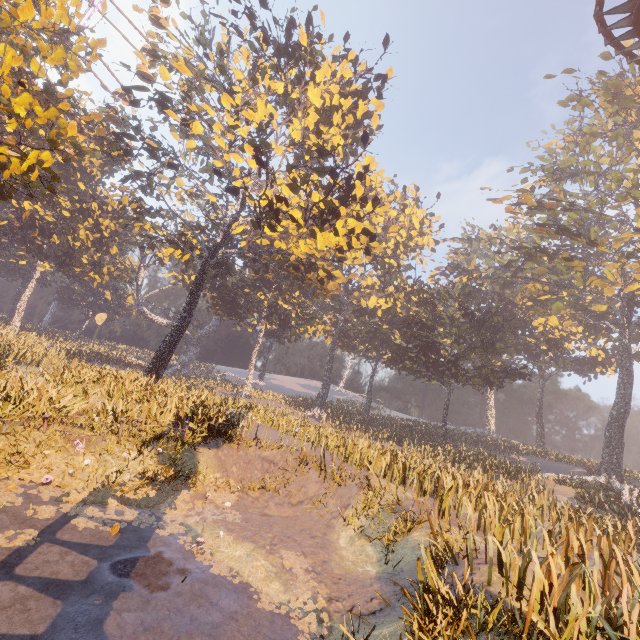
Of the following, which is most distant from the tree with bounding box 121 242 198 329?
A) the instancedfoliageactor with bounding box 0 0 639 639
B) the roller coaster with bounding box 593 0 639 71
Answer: the roller coaster with bounding box 593 0 639 71

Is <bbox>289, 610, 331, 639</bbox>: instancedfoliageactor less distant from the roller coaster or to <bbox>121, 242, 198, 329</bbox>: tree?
the roller coaster

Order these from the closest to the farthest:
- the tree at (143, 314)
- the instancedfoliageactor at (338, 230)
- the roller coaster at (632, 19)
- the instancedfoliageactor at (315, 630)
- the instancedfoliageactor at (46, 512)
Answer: the instancedfoliageactor at (315, 630) < the instancedfoliageactor at (46, 512) < the instancedfoliageactor at (338, 230) < the roller coaster at (632, 19) < the tree at (143, 314)

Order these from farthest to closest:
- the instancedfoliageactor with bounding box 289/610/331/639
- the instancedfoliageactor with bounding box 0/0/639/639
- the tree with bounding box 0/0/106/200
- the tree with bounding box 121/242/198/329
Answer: the tree with bounding box 121/242/198/329, the tree with bounding box 0/0/106/200, the instancedfoliageactor with bounding box 0/0/639/639, the instancedfoliageactor with bounding box 289/610/331/639

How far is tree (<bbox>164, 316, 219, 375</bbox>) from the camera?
54.2 meters

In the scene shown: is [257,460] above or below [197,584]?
above

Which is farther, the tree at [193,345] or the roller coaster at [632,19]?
the tree at [193,345]
